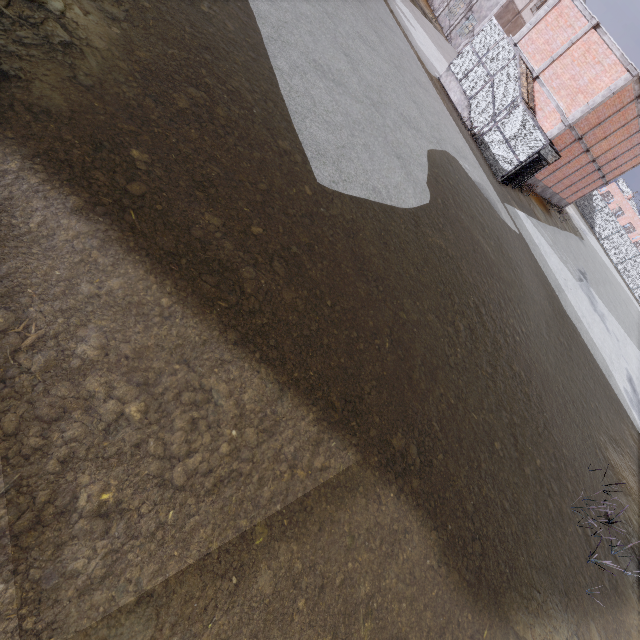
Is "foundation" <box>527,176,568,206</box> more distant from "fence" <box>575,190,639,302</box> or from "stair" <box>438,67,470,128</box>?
"fence" <box>575,190,639,302</box>

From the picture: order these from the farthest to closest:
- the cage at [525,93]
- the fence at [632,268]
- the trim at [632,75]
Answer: the fence at [632,268] → the cage at [525,93] → the trim at [632,75]

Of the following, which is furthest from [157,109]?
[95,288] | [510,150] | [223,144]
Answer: [510,150]

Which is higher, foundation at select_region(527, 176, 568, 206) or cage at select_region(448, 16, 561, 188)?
cage at select_region(448, 16, 561, 188)

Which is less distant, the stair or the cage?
the cage

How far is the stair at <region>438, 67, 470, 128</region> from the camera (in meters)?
20.28

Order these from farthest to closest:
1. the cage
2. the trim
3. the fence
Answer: the fence, the cage, the trim

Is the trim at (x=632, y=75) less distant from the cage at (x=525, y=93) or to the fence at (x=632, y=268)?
the cage at (x=525, y=93)
